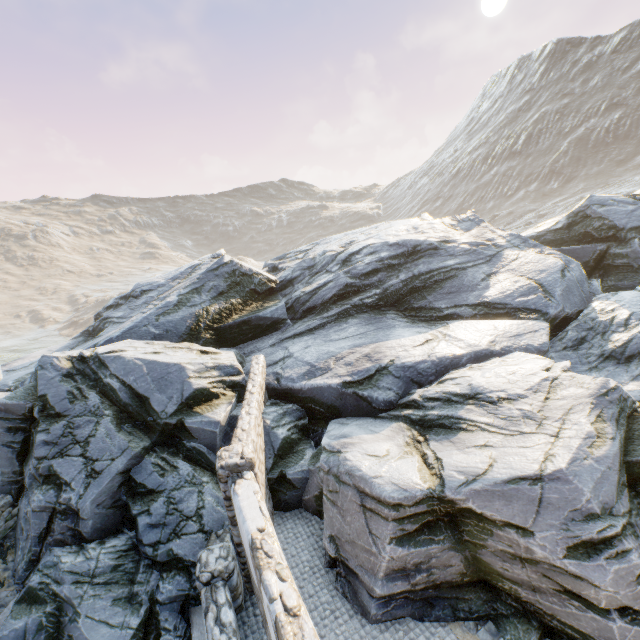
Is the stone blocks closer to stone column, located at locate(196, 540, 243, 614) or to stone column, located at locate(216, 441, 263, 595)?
stone column, located at locate(196, 540, 243, 614)

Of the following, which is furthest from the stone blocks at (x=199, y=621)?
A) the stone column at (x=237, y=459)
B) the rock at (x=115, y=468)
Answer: the stone column at (x=237, y=459)

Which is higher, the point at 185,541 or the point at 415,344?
the point at 415,344

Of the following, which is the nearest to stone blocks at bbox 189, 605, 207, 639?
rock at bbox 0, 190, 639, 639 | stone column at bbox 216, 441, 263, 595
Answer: rock at bbox 0, 190, 639, 639

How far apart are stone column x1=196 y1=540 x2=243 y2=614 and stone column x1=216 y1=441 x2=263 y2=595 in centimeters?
8cm

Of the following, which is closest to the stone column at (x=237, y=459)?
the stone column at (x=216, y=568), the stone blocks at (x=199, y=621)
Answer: the stone column at (x=216, y=568)

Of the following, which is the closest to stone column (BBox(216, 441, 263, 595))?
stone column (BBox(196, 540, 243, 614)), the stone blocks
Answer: stone column (BBox(196, 540, 243, 614))
